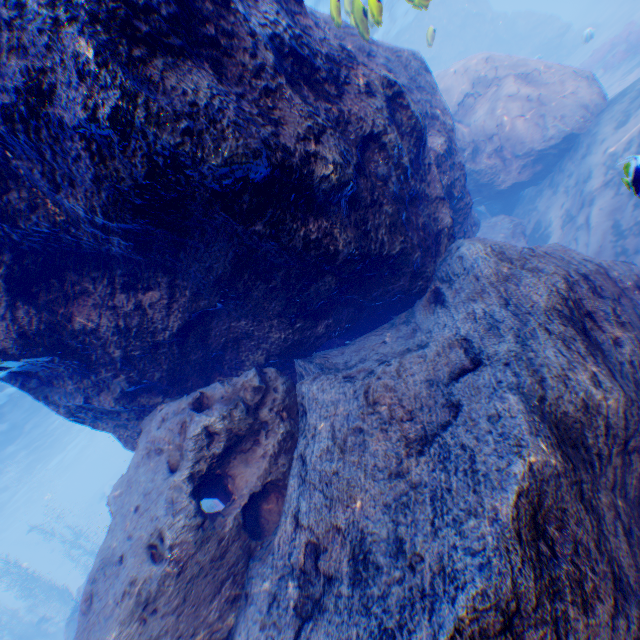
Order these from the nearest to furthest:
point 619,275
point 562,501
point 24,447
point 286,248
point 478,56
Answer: point 562,501 → point 286,248 → point 619,275 → point 478,56 → point 24,447

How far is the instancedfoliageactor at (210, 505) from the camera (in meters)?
12.36

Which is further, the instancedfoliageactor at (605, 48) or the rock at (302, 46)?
the instancedfoliageactor at (605, 48)

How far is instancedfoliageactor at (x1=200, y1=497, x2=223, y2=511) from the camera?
12.4m

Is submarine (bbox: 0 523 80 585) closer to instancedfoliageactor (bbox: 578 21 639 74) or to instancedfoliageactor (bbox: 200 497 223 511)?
instancedfoliageactor (bbox: 200 497 223 511)

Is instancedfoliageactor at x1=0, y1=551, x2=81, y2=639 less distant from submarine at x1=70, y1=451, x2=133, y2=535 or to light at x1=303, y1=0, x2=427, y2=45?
submarine at x1=70, y1=451, x2=133, y2=535

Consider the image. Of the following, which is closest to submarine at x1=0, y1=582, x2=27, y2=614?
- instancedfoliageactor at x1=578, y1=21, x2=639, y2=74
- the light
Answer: the light
